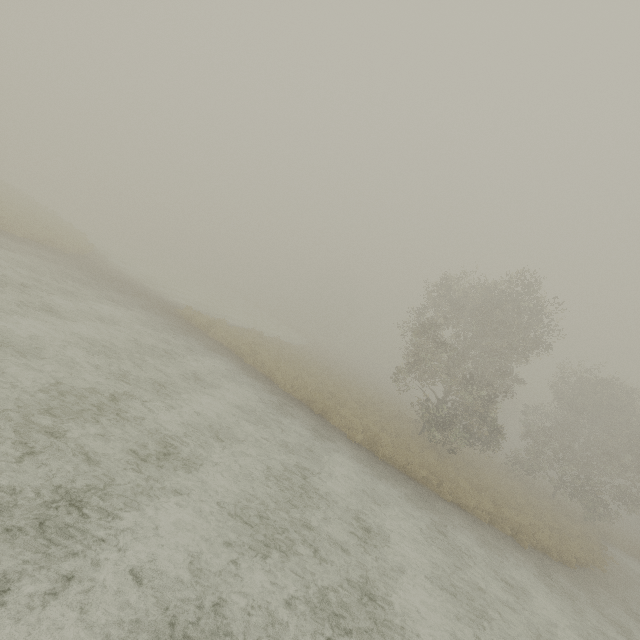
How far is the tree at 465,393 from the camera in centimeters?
1908cm

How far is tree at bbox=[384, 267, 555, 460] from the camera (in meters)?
19.08

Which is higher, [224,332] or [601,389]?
[601,389]
